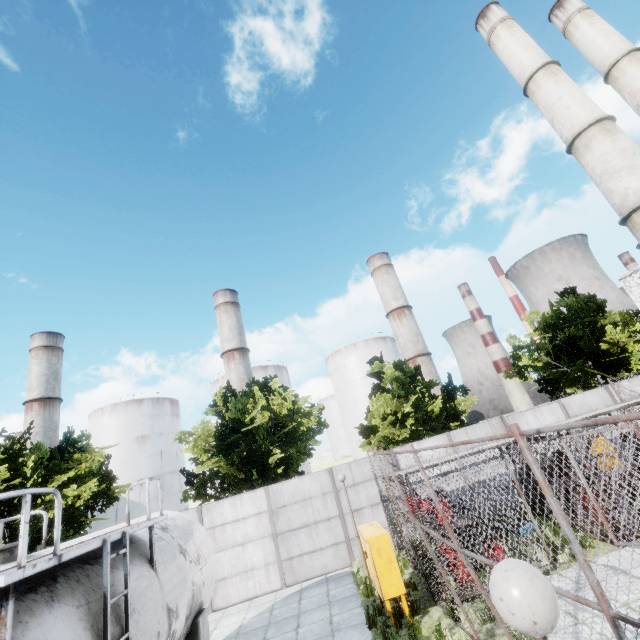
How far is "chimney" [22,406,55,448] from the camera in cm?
5806

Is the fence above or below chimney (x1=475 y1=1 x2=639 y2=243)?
below

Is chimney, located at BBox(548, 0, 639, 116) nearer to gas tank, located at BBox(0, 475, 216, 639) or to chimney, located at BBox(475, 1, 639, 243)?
chimney, located at BBox(475, 1, 639, 243)

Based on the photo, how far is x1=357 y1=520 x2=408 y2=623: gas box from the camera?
7.89m

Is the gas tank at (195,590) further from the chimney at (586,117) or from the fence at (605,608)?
the chimney at (586,117)

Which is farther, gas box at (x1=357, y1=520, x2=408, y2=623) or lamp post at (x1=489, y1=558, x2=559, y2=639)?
gas box at (x1=357, y1=520, x2=408, y2=623)

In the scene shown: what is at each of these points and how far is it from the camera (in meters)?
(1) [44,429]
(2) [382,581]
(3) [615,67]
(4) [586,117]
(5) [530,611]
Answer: (1) chimney, 59.16
(2) gas box, 7.98
(3) chimney, 23.80
(4) chimney, 20.31
(5) lamp post, 1.59

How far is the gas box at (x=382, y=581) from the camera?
7.9 meters
